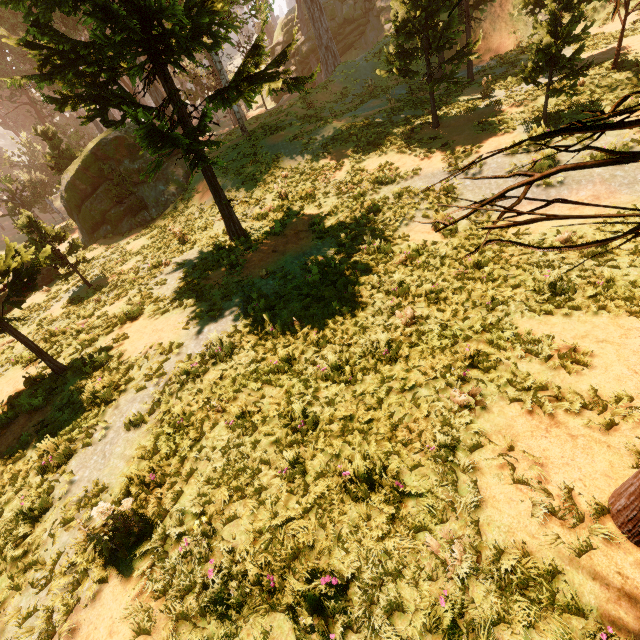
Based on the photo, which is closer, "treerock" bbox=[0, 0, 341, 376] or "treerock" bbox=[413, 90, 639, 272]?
"treerock" bbox=[413, 90, 639, 272]

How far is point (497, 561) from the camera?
3.5m

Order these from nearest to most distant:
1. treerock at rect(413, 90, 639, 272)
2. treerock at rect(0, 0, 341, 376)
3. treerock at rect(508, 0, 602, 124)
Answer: treerock at rect(413, 90, 639, 272)
treerock at rect(0, 0, 341, 376)
treerock at rect(508, 0, 602, 124)

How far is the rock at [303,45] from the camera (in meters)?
35.88

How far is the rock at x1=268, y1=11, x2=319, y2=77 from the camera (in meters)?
35.88

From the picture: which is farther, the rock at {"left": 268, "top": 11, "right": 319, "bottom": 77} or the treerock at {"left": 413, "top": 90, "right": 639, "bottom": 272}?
the rock at {"left": 268, "top": 11, "right": 319, "bottom": 77}

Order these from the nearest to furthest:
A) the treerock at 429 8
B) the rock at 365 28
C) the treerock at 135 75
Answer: the treerock at 135 75 < the treerock at 429 8 < the rock at 365 28
